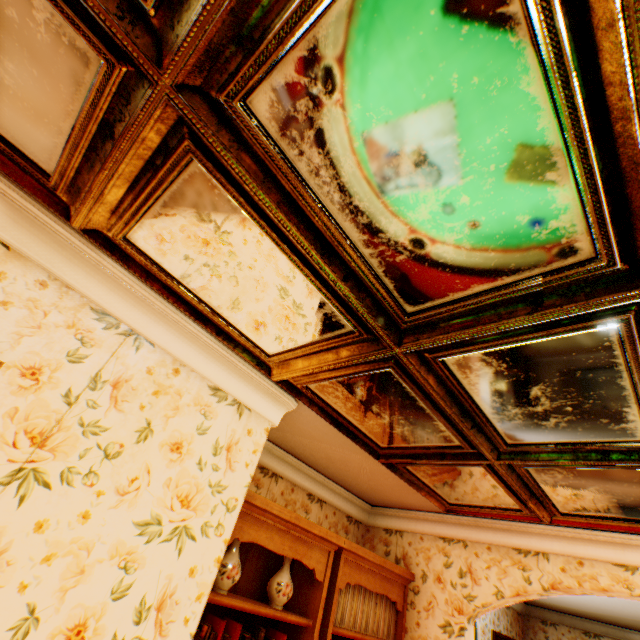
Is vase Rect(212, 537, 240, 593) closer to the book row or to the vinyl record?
the book row

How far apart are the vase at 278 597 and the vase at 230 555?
0.4m

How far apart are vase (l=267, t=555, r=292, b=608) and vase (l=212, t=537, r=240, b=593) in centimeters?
41cm

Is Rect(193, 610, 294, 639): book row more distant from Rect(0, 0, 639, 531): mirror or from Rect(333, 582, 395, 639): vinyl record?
Rect(0, 0, 639, 531): mirror

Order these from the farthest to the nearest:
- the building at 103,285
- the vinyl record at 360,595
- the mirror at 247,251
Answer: the vinyl record at 360,595 < the building at 103,285 < the mirror at 247,251

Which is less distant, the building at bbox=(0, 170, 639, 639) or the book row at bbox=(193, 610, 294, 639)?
the building at bbox=(0, 170, 639, 639)

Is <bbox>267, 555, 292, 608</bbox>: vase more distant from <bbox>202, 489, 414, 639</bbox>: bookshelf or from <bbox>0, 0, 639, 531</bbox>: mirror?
<bbox>0, 0, 639, 531</bbox>: mirror

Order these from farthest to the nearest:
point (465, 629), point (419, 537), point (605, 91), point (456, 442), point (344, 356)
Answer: point (419, 537) < point (465, 629) < point (456, 442) < point (344, 356) < point (605, 91)
